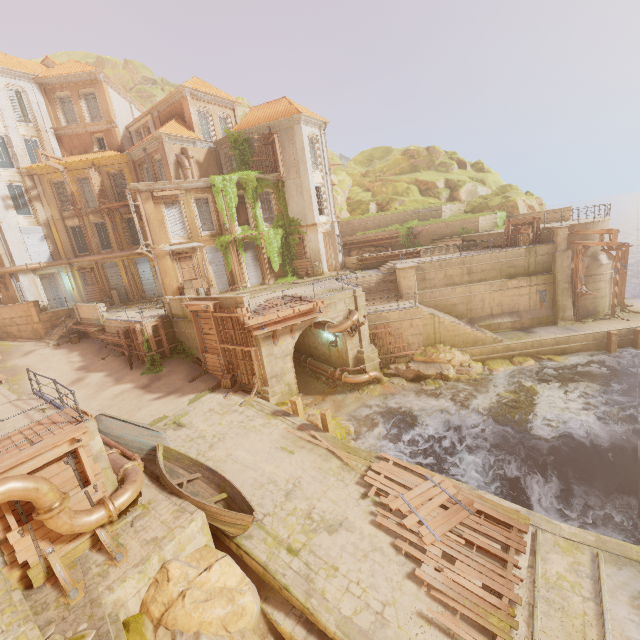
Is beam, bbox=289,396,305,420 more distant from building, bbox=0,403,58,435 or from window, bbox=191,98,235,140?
window, bbox=191,98,235,140

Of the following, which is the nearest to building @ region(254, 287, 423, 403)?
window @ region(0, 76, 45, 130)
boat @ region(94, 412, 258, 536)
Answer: boat @ region(94, 412, 258, 536)

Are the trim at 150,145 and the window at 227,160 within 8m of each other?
yes

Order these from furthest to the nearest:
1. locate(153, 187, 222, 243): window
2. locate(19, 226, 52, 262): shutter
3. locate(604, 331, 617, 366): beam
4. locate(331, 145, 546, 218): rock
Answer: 1. locate(331, 145, 546, 218): rock
2. locate(19, 226, 52, 262): shutter
3. locate(153, 187, 222, 243): window
4. locate(604, 331, 617, 366): beam

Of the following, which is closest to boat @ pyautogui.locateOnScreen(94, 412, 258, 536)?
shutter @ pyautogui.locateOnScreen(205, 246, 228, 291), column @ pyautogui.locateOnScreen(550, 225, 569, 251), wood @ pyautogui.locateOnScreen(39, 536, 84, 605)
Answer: wood @ pyautogui.locateOnScreen(39, 536, 84, 605)

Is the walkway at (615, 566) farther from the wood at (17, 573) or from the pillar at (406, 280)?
the pillar at (406, 280)

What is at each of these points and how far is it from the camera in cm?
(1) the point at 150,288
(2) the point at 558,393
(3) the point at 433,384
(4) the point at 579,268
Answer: (1) shutter, 3181
(2) rock, 1856
(3) rubble, 2044
(4) trim, 2242

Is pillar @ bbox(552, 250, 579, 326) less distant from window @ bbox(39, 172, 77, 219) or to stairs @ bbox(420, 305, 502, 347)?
stairs @ bbox(420, 305, 502, 347)
